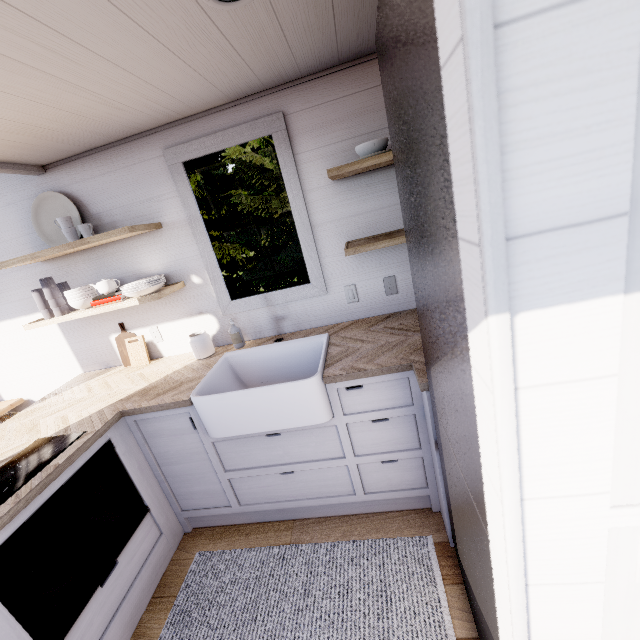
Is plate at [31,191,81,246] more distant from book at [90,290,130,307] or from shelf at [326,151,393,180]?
Result: shelf at [326,151,393,180]

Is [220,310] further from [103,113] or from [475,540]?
[475,540]

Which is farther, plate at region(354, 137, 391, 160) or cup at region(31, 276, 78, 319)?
cup at region(31, 276, 78, 319)

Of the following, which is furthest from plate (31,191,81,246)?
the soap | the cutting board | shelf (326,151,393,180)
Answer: shelf (326,151,393,180)

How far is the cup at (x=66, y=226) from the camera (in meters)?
2.13

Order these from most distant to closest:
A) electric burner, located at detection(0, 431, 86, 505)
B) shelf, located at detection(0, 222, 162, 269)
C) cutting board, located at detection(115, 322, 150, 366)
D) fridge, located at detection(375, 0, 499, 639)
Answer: cutting board, located at detection(115, 322, 150, 366) < shelf, located at detection(0, 222, 162, 269) < electric burner, located at detection(0, 431, 86, 505) < fridge, located at detection(375, 0, 499, 639)

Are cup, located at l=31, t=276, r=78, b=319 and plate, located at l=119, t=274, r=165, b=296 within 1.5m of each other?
yes

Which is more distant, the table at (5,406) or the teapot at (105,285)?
the table at (5,406)
